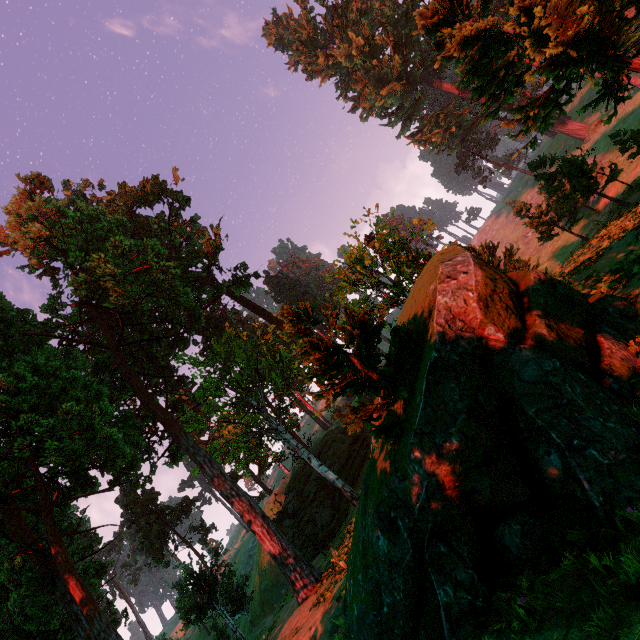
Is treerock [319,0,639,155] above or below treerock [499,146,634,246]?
above

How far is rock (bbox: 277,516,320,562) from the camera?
29.7m

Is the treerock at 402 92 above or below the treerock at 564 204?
above

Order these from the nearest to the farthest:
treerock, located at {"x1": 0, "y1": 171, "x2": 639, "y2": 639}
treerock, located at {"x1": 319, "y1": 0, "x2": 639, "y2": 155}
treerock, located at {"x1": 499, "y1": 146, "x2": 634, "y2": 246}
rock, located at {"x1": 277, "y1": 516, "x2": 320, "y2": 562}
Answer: treerock, located at {"x1": 0, "y1": 171, "x2": 639, "y2": 639} < treerock, located at {"x1": 319, "y1": 0, "x2": 639, "y2": 155} < treerock, located at {"x1": 499, "y1": 146, "x2": 634, "y2": 246} < rock, located at {"x1": 277, "y1": 516, "x2": 320, "y2": 562}

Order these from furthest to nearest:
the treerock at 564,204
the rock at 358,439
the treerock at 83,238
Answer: the rock at 358,439
the treerock at 564,204
the treerock at 83,238

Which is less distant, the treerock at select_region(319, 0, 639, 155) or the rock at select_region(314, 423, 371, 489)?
the treerock at select_region(319, 0, 639, 155)

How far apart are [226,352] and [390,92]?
53.23m
